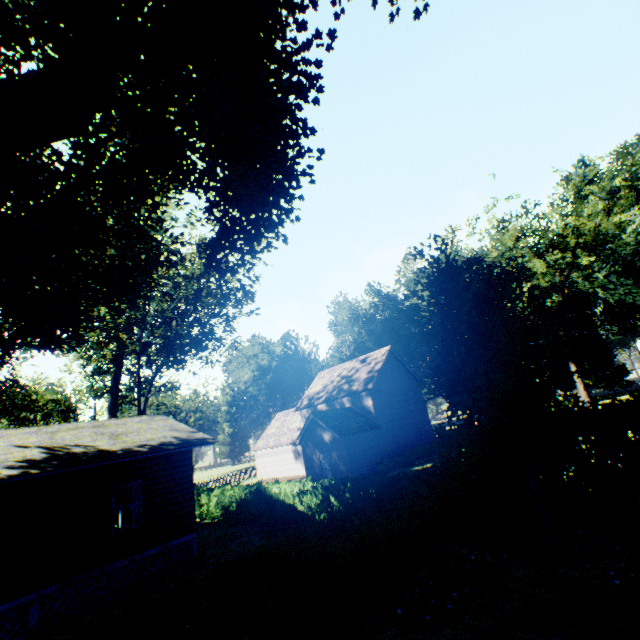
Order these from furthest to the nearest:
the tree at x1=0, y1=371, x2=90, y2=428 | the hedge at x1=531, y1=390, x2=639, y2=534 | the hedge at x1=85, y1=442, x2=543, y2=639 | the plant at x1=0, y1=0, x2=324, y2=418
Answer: the tree at x1=0, y1=371, x2=90, y2=428, the hedge at x1=531, y1=390, x2=639, y2=534, the plant at x1=0, y1=0, x2=324, y2=418, the hedge at x1=85, y1=442, x2=543, y2=639

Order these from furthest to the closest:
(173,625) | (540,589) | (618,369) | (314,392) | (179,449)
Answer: (618,369)
(314,392)
(179,449)
(540,589)
(173,625)

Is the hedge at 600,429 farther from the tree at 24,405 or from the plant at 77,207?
the tree at 24,405

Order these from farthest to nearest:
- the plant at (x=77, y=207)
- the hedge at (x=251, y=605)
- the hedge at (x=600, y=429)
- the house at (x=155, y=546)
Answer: the house at (x=155, y=546)
the hedge at (x=600, y=429)
the plant at (x=77, y=207)
the hedge at (x=251, y=605)

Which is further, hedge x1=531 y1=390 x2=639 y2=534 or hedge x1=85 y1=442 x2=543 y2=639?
hedge x1=531 y1=390 x2=639 y2=534

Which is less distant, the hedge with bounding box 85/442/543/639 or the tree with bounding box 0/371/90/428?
the hedge with bounding box 85/442/543/639

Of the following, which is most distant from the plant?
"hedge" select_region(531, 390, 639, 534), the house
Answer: the house

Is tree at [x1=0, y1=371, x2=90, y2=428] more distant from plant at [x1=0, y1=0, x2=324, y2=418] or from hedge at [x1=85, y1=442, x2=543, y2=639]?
hedge at [x1=85, y1=442, x2=543, y2=639]
